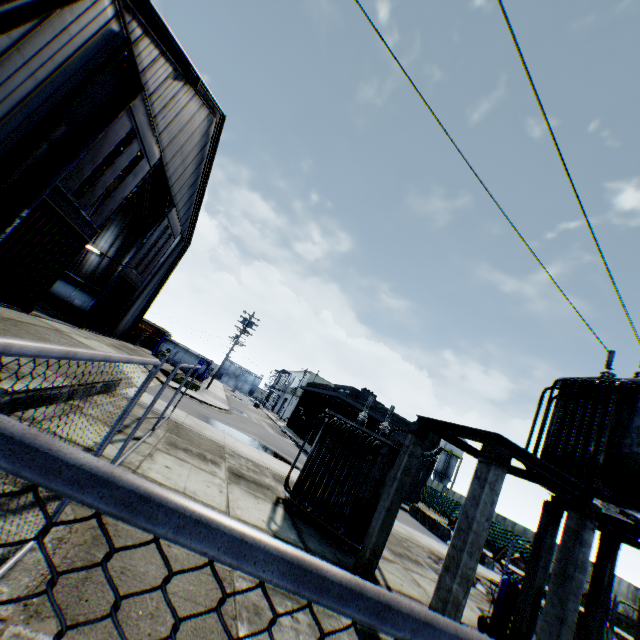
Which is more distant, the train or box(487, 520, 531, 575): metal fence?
the train

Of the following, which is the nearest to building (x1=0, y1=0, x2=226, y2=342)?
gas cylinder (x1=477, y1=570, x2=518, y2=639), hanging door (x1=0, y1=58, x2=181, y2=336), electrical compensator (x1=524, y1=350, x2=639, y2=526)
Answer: hanging door (x1=0, y1=58, x2=181, y2=336)

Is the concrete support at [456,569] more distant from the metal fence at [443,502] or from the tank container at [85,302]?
the tank container at [85,302]

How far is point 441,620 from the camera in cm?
69

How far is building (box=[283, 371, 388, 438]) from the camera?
32.1 meters

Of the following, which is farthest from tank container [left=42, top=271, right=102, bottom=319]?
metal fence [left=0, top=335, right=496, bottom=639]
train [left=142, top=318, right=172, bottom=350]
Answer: train [left=142, top=318, right=172, bottom=350]

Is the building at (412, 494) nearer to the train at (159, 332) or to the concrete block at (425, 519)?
the concrete block at (425, 519)

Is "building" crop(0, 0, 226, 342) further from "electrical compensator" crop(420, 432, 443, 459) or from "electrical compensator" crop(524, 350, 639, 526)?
"electrical compensator" crop(524, 350, 639, 526)
